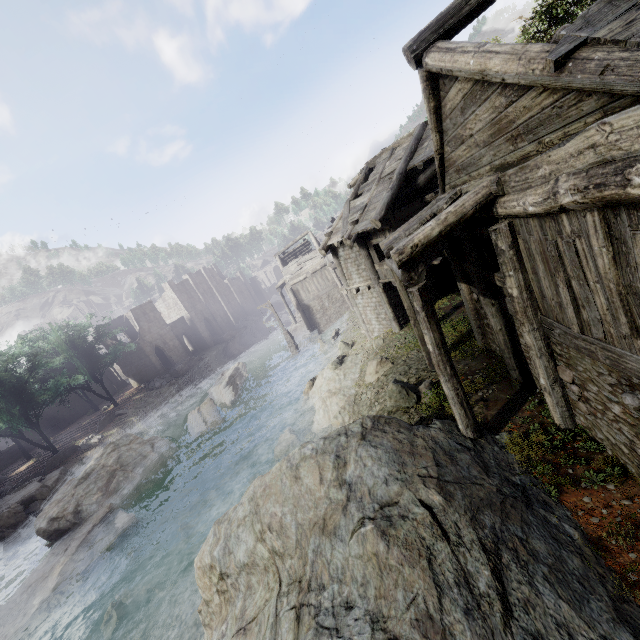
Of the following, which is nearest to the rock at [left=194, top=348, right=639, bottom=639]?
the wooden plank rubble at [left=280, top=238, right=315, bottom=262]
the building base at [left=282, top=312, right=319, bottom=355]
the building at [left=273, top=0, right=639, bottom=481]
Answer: the building at [left=273, top=0, right=639, bottom=481]

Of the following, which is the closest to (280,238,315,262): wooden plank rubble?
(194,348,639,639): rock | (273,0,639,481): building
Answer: (273,0,639,481): building

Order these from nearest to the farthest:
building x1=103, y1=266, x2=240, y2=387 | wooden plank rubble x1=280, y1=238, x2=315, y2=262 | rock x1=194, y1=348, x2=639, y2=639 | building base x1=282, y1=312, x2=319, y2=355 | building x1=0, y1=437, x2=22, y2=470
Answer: rock x1=194, y1=348, x2=639, y2=639, building base x1=282, y1=312, x2=319, y2=355, building x1=0, y1=437, x2=22, y2=470, wooden plank rubble x1=280, y1=238, x2=315, y2=262, building x1=103, y1=266, x2=240, y2=387

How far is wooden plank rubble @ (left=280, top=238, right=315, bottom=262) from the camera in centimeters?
3797cm

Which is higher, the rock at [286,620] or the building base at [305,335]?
the rock at [286,620]

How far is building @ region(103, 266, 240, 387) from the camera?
44.2m

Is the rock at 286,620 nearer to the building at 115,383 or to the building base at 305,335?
the building at 115,383

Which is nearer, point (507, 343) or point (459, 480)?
point (459, 480)
